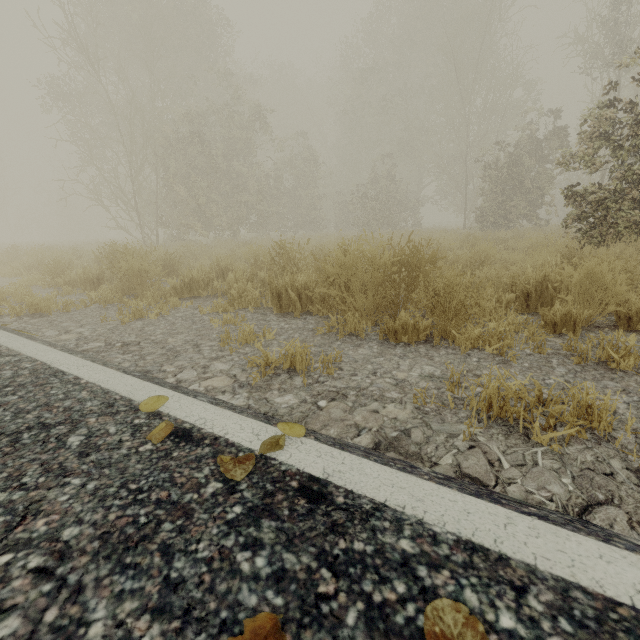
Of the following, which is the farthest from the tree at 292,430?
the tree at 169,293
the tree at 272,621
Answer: the tree at 169,293

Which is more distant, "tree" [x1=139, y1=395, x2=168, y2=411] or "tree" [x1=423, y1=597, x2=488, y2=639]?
"tree" [x1=139, y1=395, x2=168, y2=411]

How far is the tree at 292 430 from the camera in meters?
1.1

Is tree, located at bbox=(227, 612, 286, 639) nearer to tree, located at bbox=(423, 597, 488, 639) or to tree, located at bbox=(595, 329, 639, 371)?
tree, located at bbox=(423, 597, 488, 639)

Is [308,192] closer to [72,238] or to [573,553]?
[573,553]

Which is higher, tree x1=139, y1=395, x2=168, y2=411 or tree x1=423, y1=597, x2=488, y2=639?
tree x1=423, y1=597, x2=488, y2=639

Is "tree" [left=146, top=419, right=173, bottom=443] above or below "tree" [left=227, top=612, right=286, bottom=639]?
below

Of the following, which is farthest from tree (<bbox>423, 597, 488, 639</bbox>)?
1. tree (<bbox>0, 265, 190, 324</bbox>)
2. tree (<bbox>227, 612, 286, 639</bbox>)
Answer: tree (<bbox>0, 265, 190, 324</bbox>)
